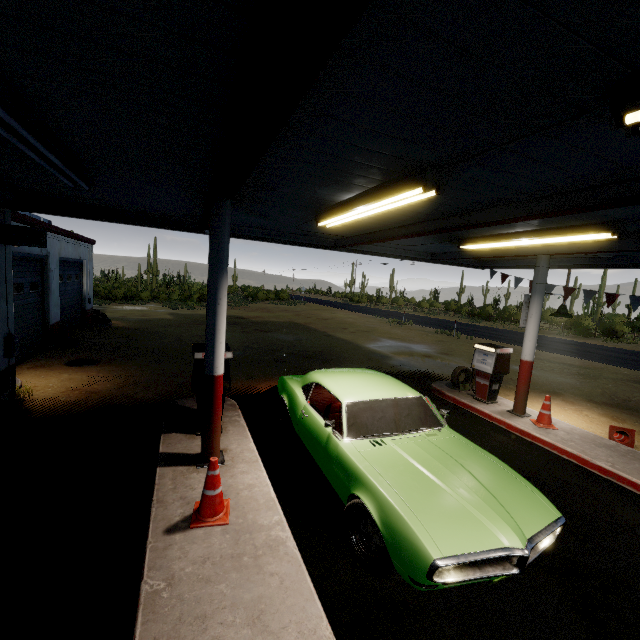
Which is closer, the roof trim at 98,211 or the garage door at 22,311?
the roof trim at 98,211

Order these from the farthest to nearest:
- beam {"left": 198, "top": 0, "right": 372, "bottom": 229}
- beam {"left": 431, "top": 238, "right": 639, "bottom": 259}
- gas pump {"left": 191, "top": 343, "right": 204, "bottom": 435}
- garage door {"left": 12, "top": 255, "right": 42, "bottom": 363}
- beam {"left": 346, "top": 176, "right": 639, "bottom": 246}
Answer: garage door {"left": 12, "top": 255, "right": 42, "bottom": 363}, beam {"left": 431, "top": 238, "right": 639, "bottom": 259}, gas pump {"left": 191, "top": 343, "right": 204, "bottom": 435}, beam {"left": 346, "top": 176, "right": 639, "bottom": 246}, beam {"left": 198, "top": 0, "right": 372, "bottom": 229}

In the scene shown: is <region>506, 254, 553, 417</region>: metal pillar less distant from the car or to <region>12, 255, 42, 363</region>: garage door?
the car

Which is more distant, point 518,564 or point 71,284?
point 71,284

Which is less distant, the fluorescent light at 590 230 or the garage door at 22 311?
the fluorescent light at 590 230

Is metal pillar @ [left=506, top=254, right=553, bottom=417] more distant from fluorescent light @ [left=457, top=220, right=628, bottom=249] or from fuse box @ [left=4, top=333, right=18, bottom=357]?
fuse box @ [left=4, top=333, right=18, bottom=357]

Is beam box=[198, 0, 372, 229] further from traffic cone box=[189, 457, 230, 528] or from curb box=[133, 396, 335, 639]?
curb box=[133, 396, 335, 639]

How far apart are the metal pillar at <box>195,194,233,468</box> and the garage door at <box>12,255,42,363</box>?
7.0 meters
